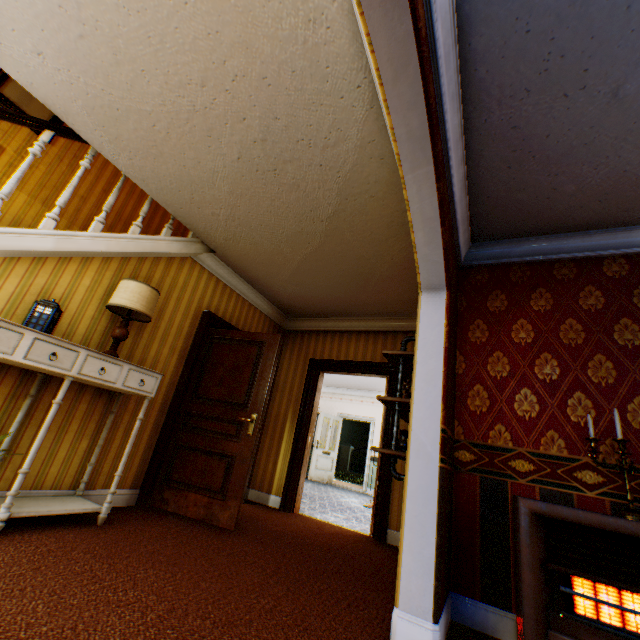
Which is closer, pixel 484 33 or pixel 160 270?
pixel 484 33

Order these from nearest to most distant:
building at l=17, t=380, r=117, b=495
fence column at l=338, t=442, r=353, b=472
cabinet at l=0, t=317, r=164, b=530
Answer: cabinet at l=0, t=317, r=164, b=530 → building at l=17, t=380, r=117, b=495 → fence column at l=338, t=442, r=353, b=472

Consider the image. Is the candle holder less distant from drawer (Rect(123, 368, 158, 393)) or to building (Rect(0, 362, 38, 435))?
building (Rect(0, 362, 38, 435))

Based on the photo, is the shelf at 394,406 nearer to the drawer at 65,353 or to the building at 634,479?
the building at 634,479

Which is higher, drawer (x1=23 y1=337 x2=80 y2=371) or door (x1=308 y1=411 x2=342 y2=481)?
drawer (x1=23 y1=337 x2=80 y2=371)

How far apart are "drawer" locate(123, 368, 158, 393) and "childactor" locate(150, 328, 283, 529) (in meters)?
0.98

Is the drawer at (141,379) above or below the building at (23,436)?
above

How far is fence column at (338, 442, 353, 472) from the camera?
24.5 meters
